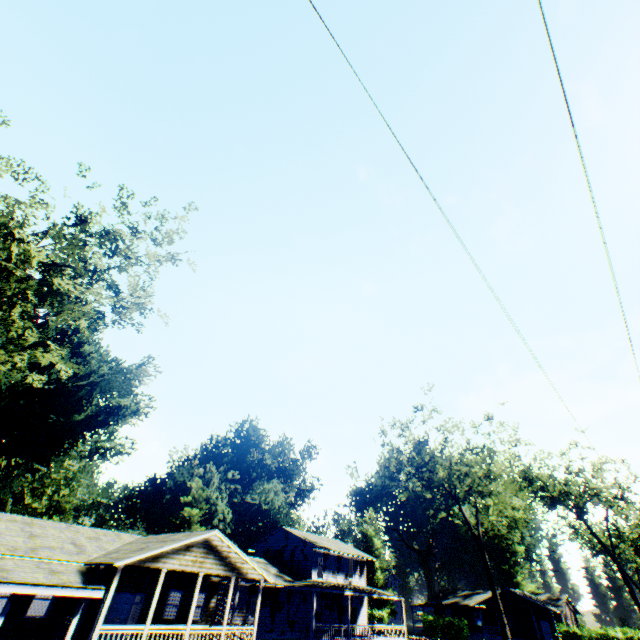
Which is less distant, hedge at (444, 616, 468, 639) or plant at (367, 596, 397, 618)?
hedge at (444, 616, 468, 639)

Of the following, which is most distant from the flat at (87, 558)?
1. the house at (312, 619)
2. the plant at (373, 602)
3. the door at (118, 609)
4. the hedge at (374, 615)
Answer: the plant at (373, 602)

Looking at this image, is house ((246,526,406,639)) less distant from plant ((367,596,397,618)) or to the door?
the door

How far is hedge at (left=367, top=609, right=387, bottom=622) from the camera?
52.31m

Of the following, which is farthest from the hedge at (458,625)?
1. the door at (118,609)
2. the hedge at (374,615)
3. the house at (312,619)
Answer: the door at (118,609)

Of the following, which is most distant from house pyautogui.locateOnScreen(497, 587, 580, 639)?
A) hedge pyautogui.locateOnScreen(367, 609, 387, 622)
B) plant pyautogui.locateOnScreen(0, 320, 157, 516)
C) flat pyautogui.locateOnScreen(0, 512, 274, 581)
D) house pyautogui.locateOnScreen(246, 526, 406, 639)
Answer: flat pyautogui.locateOnScreen(0, 512, 274, 581)

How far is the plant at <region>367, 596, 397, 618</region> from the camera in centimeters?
5634cm

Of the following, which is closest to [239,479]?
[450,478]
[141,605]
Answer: [141,605]
